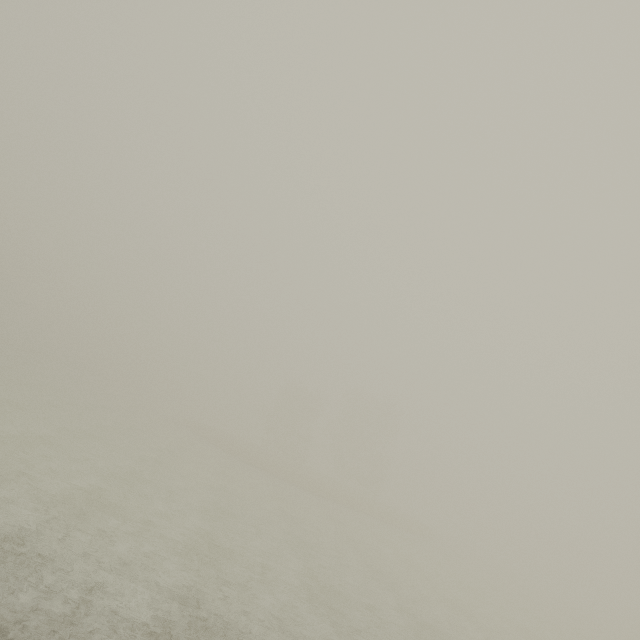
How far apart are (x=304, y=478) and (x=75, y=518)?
36.52m
